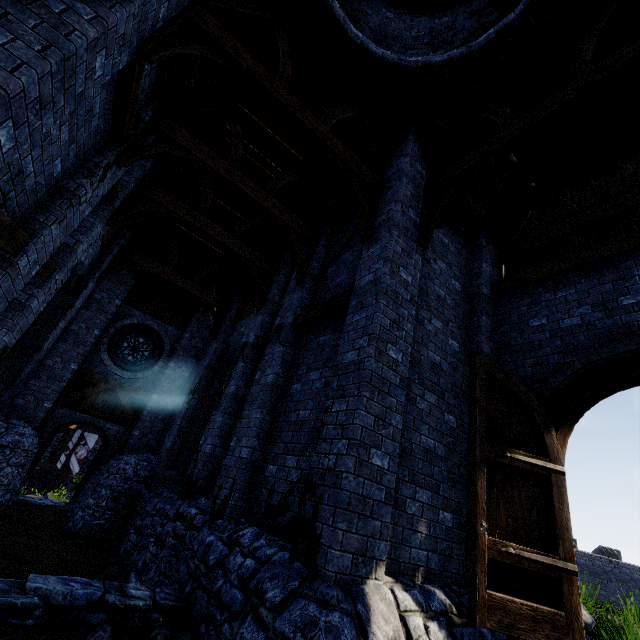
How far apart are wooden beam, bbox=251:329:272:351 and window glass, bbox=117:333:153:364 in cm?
762

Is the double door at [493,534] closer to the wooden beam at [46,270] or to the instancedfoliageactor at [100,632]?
the instancedfoliageactor at [100,632]

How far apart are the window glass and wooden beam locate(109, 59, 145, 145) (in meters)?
9.74

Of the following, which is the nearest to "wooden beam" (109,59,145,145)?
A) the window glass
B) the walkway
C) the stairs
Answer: the stairs

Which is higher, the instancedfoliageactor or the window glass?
the window glass

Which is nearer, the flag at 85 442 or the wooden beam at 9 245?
the wooden beam at 9 245

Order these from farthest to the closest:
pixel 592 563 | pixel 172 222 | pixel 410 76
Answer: pixel 592 563 → pixel 172 222 → pixel 410 76

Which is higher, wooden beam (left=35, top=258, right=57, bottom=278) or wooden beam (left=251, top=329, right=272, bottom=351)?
wooden beam (left=251, top=329, right=272, bottom=351)
